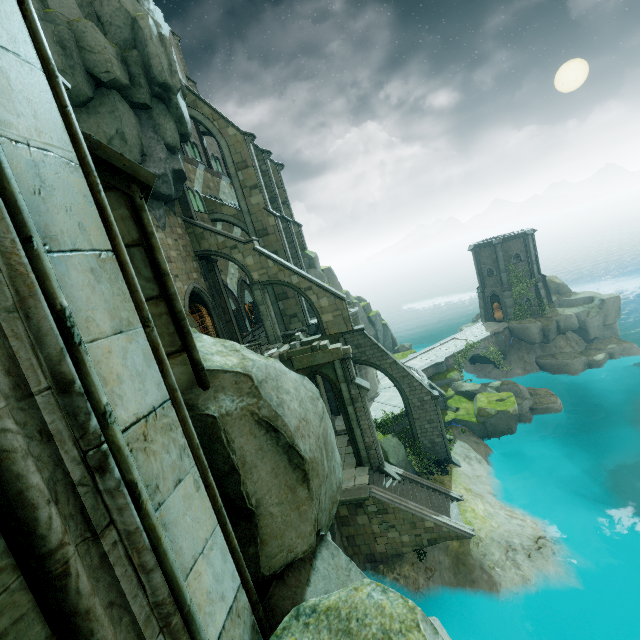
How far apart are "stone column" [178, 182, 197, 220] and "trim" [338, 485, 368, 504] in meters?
19.6

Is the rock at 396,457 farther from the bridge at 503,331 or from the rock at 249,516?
the bridge at 503,331

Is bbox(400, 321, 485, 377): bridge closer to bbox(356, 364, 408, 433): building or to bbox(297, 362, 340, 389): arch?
bbox(356, 364, 408, 433): building

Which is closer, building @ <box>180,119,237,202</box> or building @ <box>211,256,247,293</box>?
building @ <box>180,119,237,202</box>

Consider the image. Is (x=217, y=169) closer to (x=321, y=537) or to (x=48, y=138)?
(x=48, y=138)

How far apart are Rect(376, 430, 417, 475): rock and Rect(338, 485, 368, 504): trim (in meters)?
3.57

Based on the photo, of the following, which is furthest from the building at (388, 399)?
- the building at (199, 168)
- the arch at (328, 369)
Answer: the building at (199, 168)

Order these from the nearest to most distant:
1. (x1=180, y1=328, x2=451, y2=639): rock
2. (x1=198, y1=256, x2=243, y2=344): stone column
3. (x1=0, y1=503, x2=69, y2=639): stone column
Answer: (x1=0, y1=503, x2=69, y2=639): stone column, (x1=180, y1=328, x2=451, y2=639): rock, (x1=198, y1=256, x2=243, y2=344): stone column
